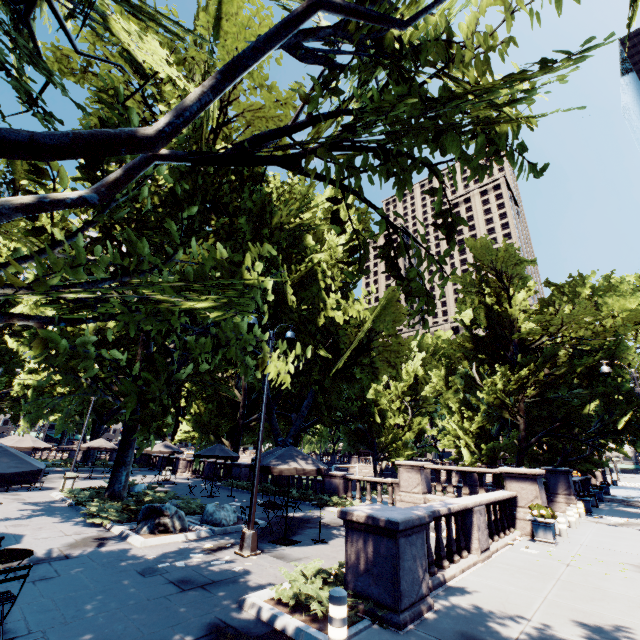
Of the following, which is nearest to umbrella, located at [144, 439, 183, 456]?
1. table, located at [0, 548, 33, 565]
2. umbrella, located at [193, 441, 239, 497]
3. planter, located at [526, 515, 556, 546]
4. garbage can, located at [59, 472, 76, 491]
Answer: umbrella, located at [193, 441, 239, 497]

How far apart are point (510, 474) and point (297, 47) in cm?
1609

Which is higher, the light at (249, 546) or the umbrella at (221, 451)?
the umbrella at (221, 451)

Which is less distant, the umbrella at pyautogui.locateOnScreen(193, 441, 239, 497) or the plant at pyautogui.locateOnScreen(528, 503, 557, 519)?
the plant at pyautogui.locateOnScreen(528, 503, 557, 519)

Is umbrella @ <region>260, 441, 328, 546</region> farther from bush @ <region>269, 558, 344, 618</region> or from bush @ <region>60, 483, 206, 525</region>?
bush @ <region>60, 483, 206, 525</region>

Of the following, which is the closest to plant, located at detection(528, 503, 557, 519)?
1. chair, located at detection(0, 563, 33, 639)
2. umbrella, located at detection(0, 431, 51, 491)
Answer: chair, located at detection(0, 563, 33, 639)

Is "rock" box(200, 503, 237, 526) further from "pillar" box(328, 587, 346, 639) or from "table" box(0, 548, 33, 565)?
"pillar" box(328, 587, 346, 639)

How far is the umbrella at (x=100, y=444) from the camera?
25.20m
